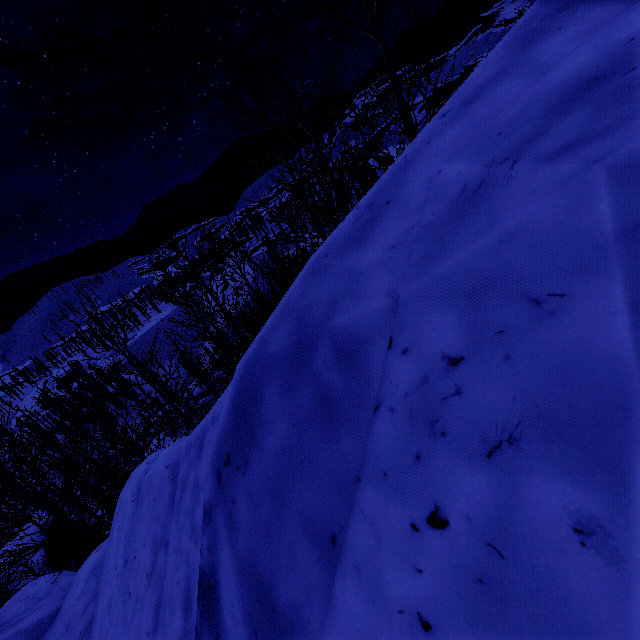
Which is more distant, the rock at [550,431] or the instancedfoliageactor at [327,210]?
the instancedfoliageactor at [327,210]

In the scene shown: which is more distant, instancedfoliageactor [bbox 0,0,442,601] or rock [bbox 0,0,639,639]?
instancedfoliageactor [bbox 0,0,442,601]

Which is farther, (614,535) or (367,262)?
(367,262)
